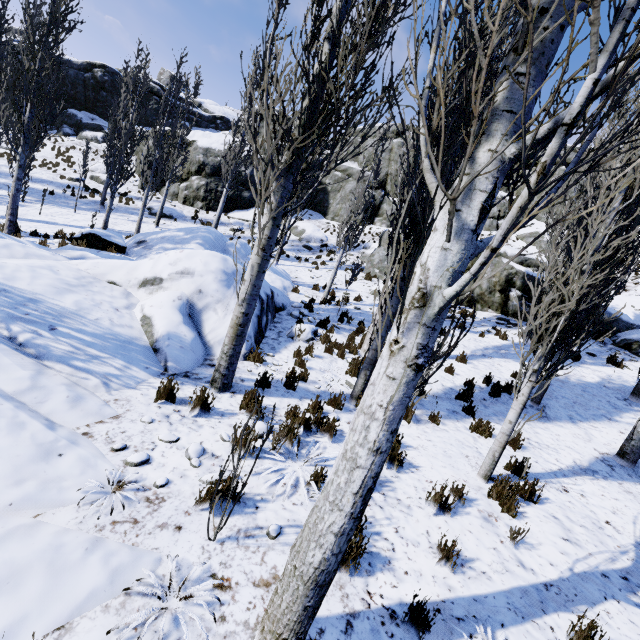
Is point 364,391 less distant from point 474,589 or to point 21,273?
Answer: point 474,589

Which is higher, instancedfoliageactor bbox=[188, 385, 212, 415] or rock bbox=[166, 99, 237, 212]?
rock bbox=[166, 99, 237, 212]

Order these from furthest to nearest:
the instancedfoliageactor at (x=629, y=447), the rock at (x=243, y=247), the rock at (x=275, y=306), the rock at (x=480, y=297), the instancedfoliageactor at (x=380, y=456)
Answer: the rock at (x=480, y=297) → the rock at (x=243, y=247) → the rock at (x=275, y=306) → the instancedfoliageactor at (x=629, y=447) → the instancedfoliageactor at (x=380, y=456)

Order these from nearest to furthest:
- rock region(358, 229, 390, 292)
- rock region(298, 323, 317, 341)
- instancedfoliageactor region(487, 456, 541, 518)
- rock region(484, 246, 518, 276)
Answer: instancedfoliageactor region(487, 456, 541, 518)
rock region(298, 323, 317, 341)
rock region(484, 246, 518, 276)
rock region(358, 229, 390, 292)

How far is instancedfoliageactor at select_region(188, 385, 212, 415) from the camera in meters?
4.8 m

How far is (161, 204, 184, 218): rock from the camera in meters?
23.6 m

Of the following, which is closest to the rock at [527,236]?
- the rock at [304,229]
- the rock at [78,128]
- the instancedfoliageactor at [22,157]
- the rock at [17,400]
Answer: the rock at [78,128]
